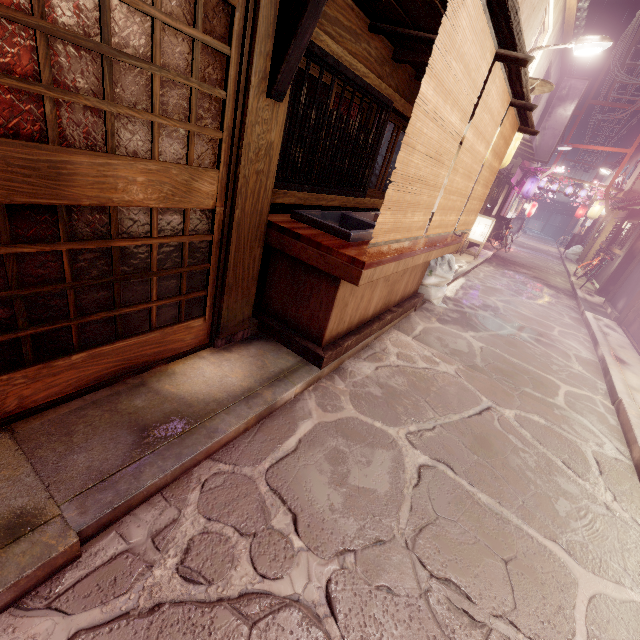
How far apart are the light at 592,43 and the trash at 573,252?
30.2m

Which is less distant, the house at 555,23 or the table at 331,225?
the table at 331,225

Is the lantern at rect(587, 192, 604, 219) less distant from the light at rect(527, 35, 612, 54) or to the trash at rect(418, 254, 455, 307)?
the light at rect(527, 35, 612, 54)

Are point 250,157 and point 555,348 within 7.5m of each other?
no

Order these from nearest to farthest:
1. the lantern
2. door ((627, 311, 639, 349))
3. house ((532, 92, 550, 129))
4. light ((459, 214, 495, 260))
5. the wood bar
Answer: the wood bar, door ((627, 311, 639, 349)), light ((459, 214, 495, 260)), house ((532, 92, 550, 129)), the lantern

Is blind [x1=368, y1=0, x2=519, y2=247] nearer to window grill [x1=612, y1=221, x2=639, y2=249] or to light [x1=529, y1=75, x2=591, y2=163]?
window grill [x1=612, y1=221, x2=639, y2=249]

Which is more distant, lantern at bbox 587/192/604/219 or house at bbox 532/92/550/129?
lantern at bbox 587/192/604/219

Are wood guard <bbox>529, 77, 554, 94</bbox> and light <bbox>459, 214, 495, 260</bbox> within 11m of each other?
yes
